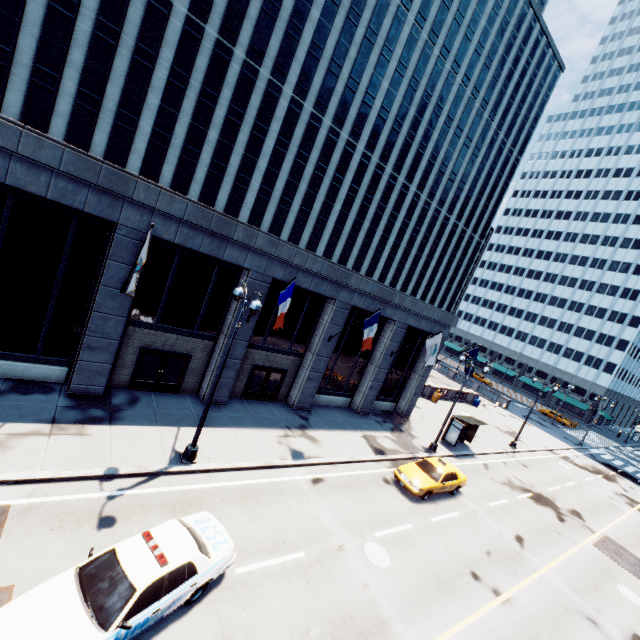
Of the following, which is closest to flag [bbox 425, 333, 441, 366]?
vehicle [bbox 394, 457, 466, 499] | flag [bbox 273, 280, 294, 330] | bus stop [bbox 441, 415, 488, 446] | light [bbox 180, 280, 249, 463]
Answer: vehicle [bbox 394, 457, 466, 499]

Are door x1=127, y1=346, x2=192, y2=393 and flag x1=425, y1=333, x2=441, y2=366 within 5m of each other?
no

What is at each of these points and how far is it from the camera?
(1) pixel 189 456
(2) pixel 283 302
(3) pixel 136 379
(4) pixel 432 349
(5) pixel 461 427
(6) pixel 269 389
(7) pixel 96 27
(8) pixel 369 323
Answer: (1) light, 12.8m
(2) flag, 14.8m
(3) door, 16.2m
(4) flag, 21.9m
(5) bus stop, 25.4m
(6) door, 20.7m
(7) building, 27.3m
(8) flag, 18.2m

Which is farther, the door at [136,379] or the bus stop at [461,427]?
the bus stop at [461,427]

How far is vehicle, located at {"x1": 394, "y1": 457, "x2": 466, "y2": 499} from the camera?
16.9m

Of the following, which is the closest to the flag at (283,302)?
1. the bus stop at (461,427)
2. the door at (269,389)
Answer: the door at (269,389)

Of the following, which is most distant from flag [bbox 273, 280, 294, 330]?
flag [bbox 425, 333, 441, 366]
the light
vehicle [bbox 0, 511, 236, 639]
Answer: flag [bbox 425, 333, 441, 366]

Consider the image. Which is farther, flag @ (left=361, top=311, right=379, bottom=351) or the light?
flag @ (left=361, top=311, right=379, bottom=351)
